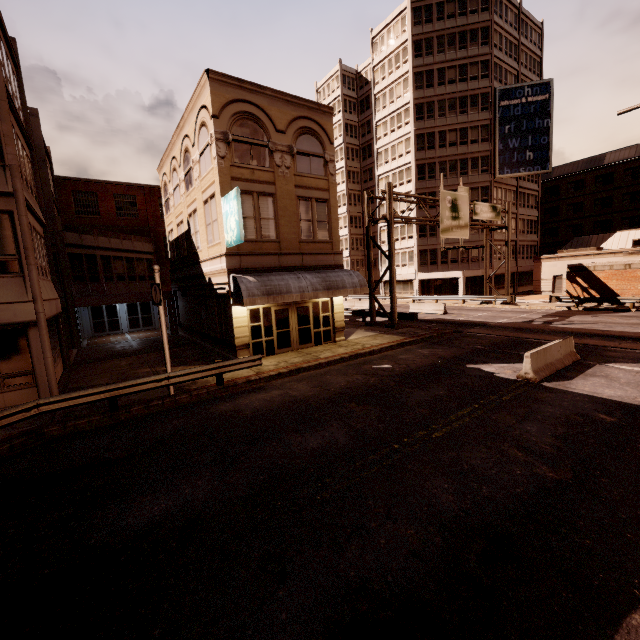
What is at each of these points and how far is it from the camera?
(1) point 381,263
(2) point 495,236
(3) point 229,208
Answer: (1) building, 50.1m
(2) building, 42.9m
(3) sign, 14.3m

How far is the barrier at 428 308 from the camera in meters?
30.1

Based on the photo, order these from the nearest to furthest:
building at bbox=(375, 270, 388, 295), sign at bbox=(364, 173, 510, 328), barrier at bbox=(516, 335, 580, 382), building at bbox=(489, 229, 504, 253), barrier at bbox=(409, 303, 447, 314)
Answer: barrier at bbox=(516, 335, 580, 382)
sign at bbox=(364, 173, 510, 328)
barrier at bbox=(409, 303, 447, 314)
building at bbox=(489, 229, 504, 253)
building at bbox=(375, 270, 388, 295)

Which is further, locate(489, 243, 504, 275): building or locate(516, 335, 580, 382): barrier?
locate(489, 243, 504, 275): building

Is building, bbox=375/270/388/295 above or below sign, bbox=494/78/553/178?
below

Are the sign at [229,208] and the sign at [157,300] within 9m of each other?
yes

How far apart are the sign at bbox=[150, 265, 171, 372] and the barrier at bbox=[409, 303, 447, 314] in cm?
2472

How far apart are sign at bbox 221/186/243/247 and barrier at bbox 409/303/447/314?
21.62m
